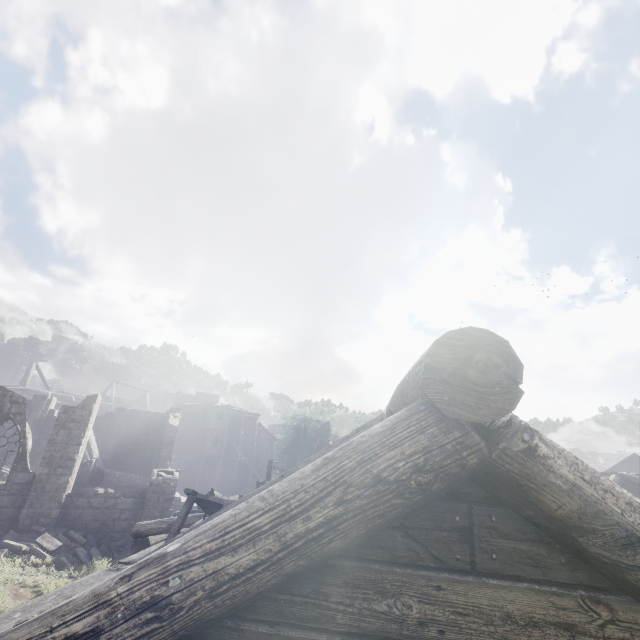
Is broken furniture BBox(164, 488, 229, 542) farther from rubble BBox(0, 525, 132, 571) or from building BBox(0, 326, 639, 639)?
rubble BBox(0, 525, 132, 571)

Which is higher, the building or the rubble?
the building

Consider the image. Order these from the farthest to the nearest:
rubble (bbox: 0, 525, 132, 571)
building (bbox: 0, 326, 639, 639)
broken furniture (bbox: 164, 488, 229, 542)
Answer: rubble (bbox: 0, 525, 132, 571) < broken furniture (bbox: 164, 488, 229, 542) < building (bbox: 0, 326, 639, 639)

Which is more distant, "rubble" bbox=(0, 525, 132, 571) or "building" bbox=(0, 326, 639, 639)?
"rubble" bbox=(0, 525, 132, 571)

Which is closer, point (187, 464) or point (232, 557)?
point (232, 557)

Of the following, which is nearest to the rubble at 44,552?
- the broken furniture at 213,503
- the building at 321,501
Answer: the building at 321,501
